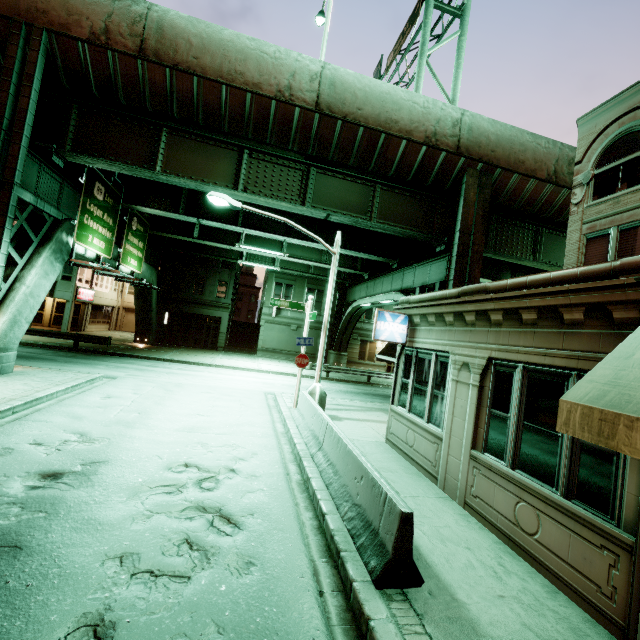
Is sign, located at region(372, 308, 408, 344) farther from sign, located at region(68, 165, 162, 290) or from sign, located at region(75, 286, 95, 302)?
sign, located at region(75, 286, 95, 302)

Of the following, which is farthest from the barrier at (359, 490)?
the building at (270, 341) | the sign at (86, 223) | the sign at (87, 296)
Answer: the sign at (87, 296)

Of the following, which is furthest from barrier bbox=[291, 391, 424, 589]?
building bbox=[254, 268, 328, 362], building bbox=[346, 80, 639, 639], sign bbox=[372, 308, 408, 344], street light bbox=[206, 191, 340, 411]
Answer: building bbox=[254, 268, 328, 362]

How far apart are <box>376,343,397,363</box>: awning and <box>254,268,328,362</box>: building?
22.7 meters

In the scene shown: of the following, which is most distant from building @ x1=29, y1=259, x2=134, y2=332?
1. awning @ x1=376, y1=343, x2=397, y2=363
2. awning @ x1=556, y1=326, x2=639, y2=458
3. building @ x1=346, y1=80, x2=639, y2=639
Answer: awning @ x1=556, y1=326, x2=639, y2=458

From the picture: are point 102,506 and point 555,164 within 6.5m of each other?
no

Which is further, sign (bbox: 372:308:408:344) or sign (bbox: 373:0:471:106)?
sign (bbox: 373:0:471:106)

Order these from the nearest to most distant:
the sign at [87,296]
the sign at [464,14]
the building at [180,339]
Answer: the sign at [464,14], the sign at [87,296], the building at [180,339]
